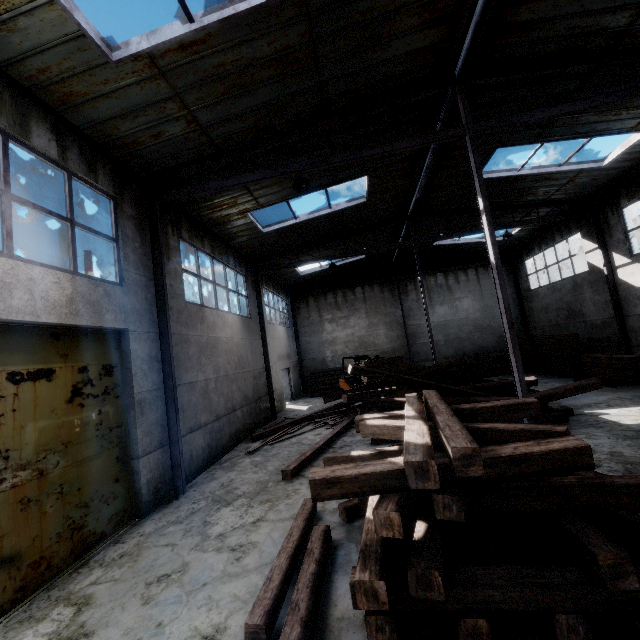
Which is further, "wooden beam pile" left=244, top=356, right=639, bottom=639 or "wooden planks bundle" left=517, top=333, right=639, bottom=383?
"wooden planks bundle" left=517, top=333, right=639, bottom=383

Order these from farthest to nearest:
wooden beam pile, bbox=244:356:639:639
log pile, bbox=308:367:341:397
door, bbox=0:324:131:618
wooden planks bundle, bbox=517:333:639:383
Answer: log pile, bbox=308:367:341:397 → wooden planks bundle, bbox=517:333:639:383 → door, bbox=0:324:131:618 → wooden beam pile, bbox=244:356:639:639

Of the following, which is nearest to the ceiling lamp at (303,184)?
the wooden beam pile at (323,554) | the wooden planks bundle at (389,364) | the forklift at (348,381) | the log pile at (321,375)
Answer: the wooden beam pile at (323,554)

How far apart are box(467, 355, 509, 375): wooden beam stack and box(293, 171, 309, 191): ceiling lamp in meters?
15.8

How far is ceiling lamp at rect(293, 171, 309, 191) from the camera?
7.6m

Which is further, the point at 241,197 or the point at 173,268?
the point at 241,197

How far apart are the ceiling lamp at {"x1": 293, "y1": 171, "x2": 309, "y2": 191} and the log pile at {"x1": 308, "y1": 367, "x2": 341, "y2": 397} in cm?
1490

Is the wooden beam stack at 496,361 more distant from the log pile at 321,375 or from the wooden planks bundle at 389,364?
the wooden planks bundle at 389,364
